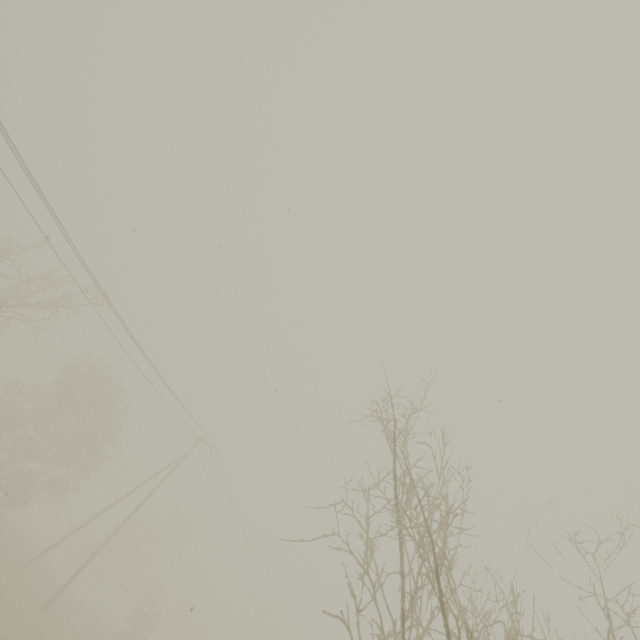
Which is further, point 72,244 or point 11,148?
point 72,244
